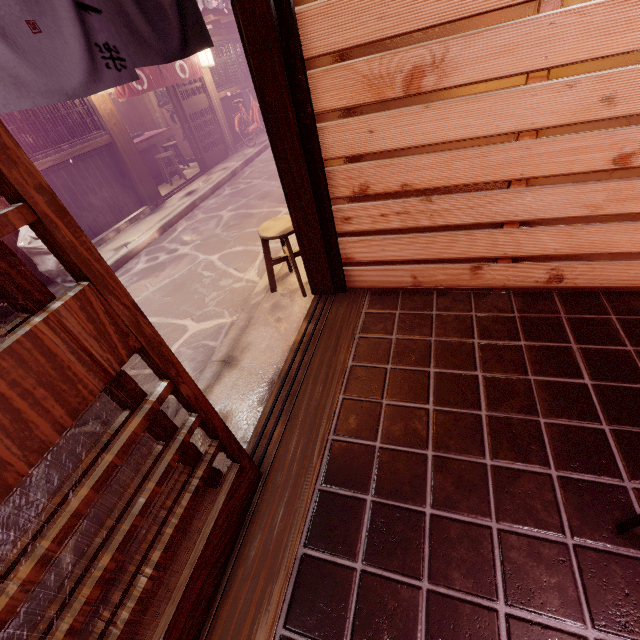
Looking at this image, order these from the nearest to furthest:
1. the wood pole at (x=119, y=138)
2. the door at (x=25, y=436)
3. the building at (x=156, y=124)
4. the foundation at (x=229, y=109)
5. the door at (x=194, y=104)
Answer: the door at (x=25, y=436) → the wood pole at (x=119, y=138) → the door at (x=194, y=104) → the building at (x=156, y=124) → the foundation at (x=229, y=109)

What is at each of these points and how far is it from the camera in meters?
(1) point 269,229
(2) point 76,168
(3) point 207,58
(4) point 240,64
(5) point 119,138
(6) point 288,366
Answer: (1) chair, 6.1
(2) foundation, 11.0
(3) light, 15.6
(4) window grill, 19.2
(5) wood pole, 12.0
(6) door frame, 5.1

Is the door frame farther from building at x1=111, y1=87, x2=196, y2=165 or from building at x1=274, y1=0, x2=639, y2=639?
building at x1=111, y1=87, x2=196, y2=165

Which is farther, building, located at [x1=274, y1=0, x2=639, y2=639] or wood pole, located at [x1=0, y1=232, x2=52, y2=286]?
wood pole, located at [x1=0, y1=232, x2=52, y2=286]

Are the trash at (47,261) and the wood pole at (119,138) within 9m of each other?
yes

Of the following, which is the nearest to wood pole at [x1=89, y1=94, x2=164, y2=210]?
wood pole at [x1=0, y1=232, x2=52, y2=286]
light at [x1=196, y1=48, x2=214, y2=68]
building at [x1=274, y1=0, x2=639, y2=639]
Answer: wood pole at [x1=0, y1=232, x2=52, y2=286]

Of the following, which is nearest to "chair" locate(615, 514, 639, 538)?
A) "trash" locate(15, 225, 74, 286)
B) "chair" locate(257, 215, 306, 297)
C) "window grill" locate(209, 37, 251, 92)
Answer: "chair" locate(257, 215, 306, 297)

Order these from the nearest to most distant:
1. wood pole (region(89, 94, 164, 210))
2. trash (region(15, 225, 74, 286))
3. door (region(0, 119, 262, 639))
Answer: door (region(0, 119, 262, 639))
trash (region(15, 225, 74, 286))
wood pole (region(89, 94, 164, 210))
